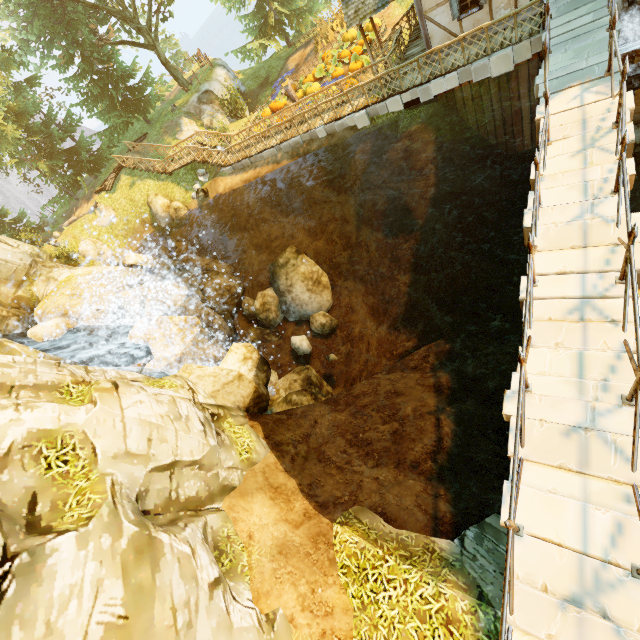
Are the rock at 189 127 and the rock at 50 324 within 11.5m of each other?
no

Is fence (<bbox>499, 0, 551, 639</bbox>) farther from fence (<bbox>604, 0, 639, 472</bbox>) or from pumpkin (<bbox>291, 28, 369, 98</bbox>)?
pumpkin (<bbox>291, 28, 369, 98</bbox>)

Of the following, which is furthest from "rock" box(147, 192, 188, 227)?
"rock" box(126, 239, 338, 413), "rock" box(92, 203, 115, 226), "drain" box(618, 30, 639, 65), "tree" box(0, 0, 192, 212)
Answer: "drain" box(618, 30, 639, 65)

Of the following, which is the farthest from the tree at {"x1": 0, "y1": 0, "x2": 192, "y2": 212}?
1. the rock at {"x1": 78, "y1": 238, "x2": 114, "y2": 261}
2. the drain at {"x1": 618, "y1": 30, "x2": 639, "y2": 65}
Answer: the drain at {"x1": 618, "y1": 30, "x2": 639, "y2": 65}

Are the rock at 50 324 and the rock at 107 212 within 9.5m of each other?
no

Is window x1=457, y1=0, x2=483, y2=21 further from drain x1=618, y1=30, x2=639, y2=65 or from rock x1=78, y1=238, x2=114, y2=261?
rock x1=78, y1=238, x2=114, y2=261

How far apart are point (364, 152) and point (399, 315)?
8.45m

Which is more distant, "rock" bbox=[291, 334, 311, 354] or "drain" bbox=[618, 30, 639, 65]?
"rock" bbox=[291, 334, 311, 354]
